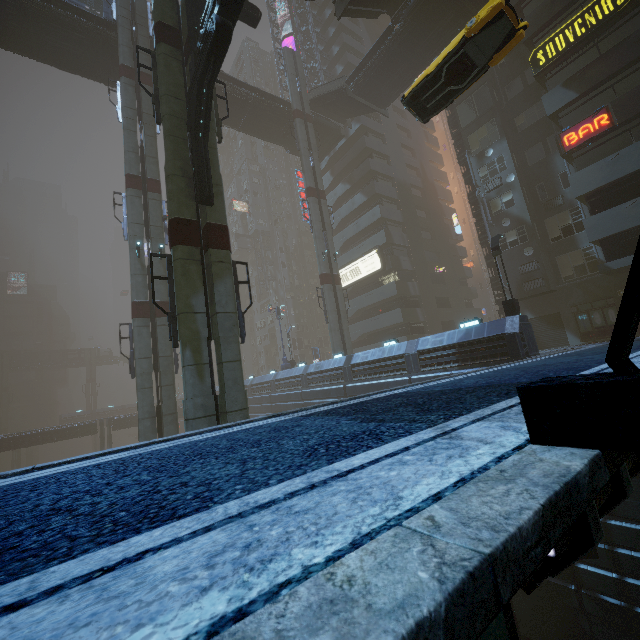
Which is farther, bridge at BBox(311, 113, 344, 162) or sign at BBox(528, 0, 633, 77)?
bridge at BBox(311, 113, 344, 162)

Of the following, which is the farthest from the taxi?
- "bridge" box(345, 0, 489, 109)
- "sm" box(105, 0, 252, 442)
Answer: "bridge" box(345, 0, 489, 109)

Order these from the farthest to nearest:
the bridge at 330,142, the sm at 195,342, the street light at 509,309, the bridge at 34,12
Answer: the bridge at 330,142, the bridge at 34,12, the street light at 509,309, the sm at 195,342

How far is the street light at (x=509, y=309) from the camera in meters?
16.8

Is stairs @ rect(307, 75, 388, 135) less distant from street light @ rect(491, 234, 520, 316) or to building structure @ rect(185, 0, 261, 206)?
building structure @ rect(185, 0, 261, 206)

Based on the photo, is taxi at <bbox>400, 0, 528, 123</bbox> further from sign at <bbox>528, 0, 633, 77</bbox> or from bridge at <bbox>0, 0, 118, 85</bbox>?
sign at <bbox>528, 0, 633, 77</bbox>

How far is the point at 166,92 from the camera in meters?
12.8 m

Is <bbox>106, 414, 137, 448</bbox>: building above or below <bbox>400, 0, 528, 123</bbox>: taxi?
below
